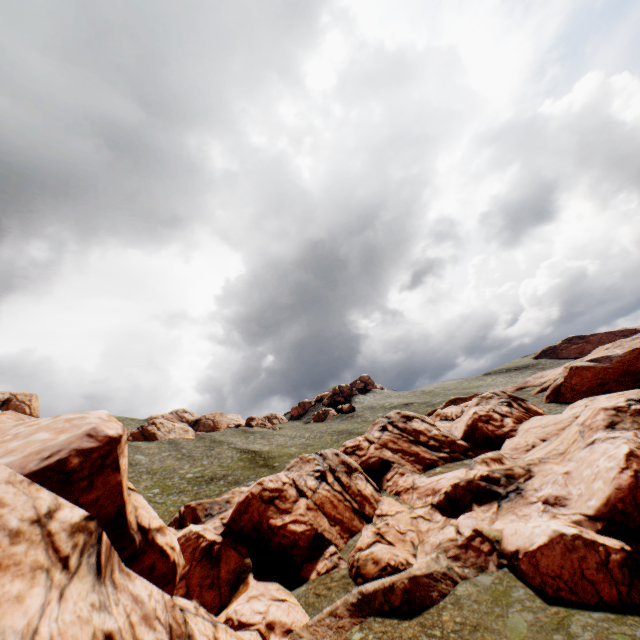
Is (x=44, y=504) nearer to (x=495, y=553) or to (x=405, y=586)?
(x=405, y=586)
